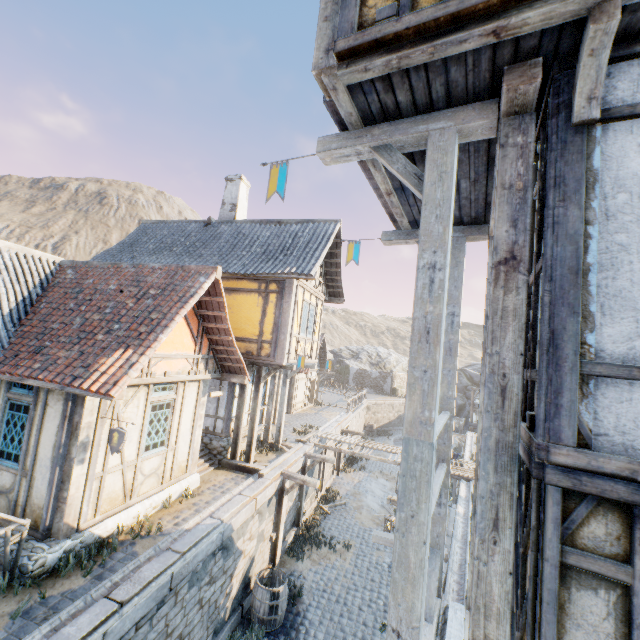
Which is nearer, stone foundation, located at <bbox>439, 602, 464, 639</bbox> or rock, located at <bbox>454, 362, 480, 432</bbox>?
stone foundation, located at <bbox>439, 602, 464, 639</bbox>

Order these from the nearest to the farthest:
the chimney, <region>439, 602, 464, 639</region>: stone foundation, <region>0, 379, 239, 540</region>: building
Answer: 1. <region>439, 602, 464, 639</region>: stone foundation
2. <region>0, 379, 239, 540</region>: building
3. the chimney

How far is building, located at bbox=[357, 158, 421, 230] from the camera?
4.1 meters

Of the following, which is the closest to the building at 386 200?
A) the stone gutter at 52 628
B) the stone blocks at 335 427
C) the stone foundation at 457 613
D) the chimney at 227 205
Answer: the stone foundation at 457 613

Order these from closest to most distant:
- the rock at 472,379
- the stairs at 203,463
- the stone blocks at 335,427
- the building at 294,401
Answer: the stairs at 203,463 < the stone blocks at 335,427 < the building at 294,401 < the rock at 472,379

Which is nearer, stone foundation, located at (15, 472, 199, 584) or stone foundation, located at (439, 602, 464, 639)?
stone foundation, located at (439, 602, 464, 639)

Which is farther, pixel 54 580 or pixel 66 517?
pixel 66 517

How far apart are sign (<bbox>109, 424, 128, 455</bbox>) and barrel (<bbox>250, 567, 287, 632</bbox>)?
5.9 meters
